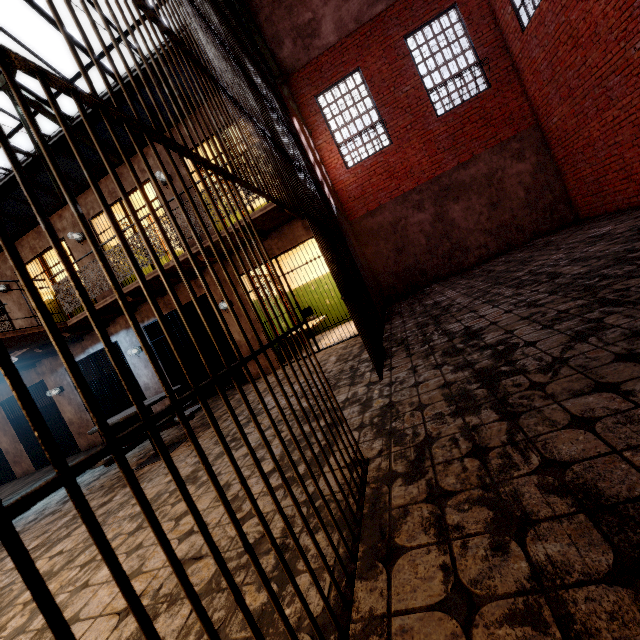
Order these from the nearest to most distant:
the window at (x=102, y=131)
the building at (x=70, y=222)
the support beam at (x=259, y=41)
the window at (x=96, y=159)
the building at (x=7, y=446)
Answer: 1. the support beam at (x=259, y=41)
2. the building at (x=70, y=222)
3. the window at (x=102, y=131)
4. the building at (x=7, y=446)
5. the window at (x=96, y=159)

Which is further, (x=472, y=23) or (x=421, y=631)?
(x=472, y=23)

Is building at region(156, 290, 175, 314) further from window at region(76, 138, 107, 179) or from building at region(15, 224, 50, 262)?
window at region(76, 138, 107, 179)

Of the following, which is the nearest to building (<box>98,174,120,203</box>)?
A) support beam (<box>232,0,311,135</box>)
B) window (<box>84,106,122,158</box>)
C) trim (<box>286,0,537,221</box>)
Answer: support beam (<box>232,0,311,135</box>)

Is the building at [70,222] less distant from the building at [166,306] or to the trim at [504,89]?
the building at [166,306]

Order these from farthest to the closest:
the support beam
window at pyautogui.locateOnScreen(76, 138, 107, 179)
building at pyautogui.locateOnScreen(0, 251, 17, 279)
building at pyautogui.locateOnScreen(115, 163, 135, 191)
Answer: window at pyautogui.locateOnScreen(76, 138, 107, 179), building at pyautogui.locateOnScreen(0, 251, 17, 279), building at pyautogui.locateOnScreen(115, 163, 135, 191), the support beam

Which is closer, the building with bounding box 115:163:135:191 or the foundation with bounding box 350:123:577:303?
the building with bounding box 115:163:135:191

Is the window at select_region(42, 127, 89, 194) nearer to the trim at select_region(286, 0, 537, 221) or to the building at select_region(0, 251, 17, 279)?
the trim at select_region(286, 0, 537, 221)
